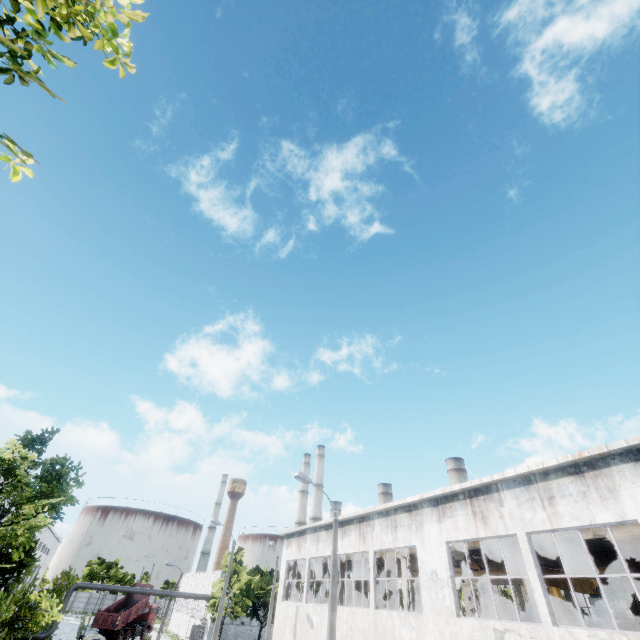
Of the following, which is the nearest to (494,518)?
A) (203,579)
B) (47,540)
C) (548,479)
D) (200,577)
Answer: (548,479)

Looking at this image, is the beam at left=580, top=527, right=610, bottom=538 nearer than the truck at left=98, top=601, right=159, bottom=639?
Yes

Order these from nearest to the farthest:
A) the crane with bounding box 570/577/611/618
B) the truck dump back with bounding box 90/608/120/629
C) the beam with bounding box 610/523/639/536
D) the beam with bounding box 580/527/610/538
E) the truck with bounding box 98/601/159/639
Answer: the beam with bounding box 610/523/639/536
the beam with bounding box 580/527/610/538
the crane with bounding box 570/577/611/618
the truck dump back with bounding box 90/608/120/629
the truck with bounding box 98/601/159/639

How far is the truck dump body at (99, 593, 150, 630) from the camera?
39.3m

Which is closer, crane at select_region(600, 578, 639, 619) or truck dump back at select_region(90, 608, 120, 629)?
crane at select_region(600, 578, 639, 619)

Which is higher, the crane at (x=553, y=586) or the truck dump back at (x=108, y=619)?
the crane at (x=553, y=586)

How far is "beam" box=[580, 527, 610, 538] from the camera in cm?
1249

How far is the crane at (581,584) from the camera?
15.52m
